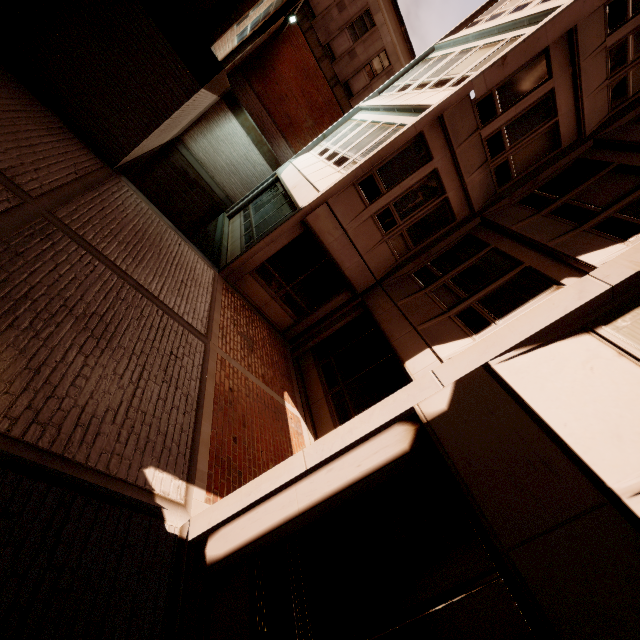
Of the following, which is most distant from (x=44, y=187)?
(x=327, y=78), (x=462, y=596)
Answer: (x=327, y=78)
